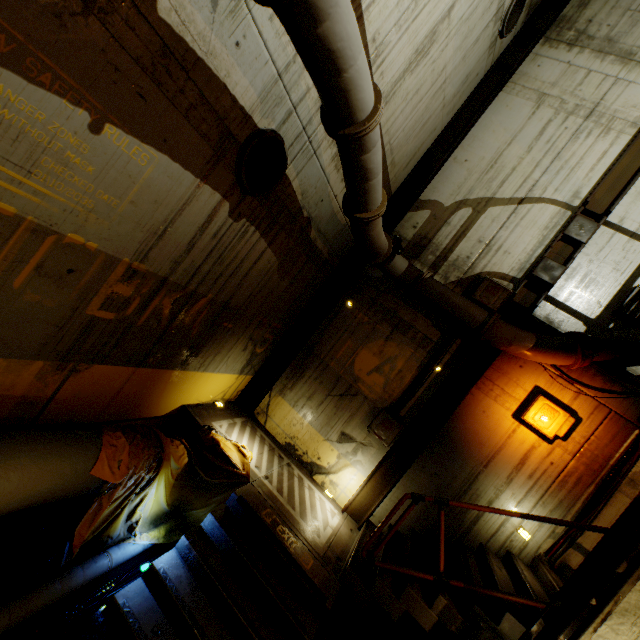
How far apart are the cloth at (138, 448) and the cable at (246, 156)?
3.3m

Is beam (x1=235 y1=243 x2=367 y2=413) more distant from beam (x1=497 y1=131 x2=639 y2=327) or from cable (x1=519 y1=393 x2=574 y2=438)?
cable (x1=519 y1=393 x2=574 y2=438)

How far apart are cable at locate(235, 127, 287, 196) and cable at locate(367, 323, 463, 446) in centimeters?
451cm

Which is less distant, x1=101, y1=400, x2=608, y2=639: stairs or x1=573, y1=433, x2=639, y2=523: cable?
x1=101, y1=400, x2=608, y2=639: stairs

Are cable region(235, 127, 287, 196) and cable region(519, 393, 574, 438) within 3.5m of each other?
no

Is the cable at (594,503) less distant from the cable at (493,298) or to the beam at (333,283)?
the cable at (493,298)

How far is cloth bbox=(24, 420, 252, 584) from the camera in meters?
3.6

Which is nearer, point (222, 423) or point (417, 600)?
point (417, 600)
